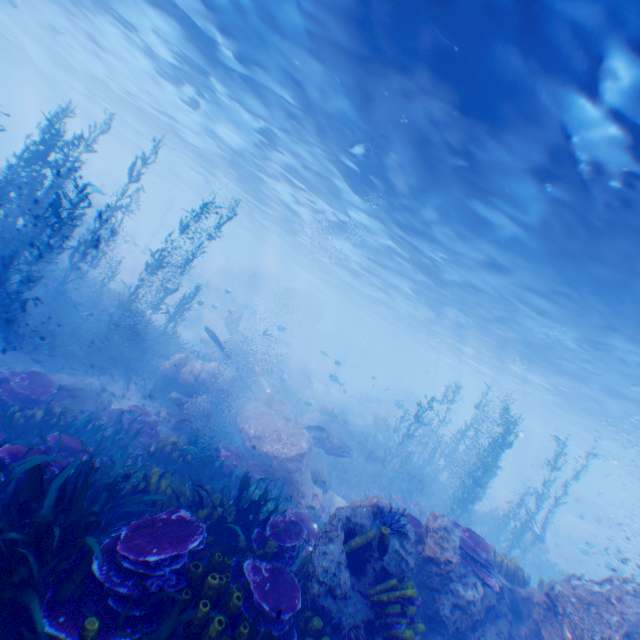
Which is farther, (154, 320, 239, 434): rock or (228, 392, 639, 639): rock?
(154, 320, 239, 434): rock

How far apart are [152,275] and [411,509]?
29.48m

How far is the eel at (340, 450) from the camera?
13.7m

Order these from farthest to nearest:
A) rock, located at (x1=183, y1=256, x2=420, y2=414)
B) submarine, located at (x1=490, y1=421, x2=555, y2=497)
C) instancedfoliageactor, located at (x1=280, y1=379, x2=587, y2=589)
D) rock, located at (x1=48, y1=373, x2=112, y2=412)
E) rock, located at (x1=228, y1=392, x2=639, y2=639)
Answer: submarine, located at (x1=490, y1=421, x2=555, y2=497), rock, located at (x1=183, y1=256, x2=420, y2=414), rock, located at (x1=48, y1=373, x2=112, y2=412), instancedfoliageactor, located at (x1=280, y1=379, x2=587, y2=589), rock, located at (x1=228, y1=392, x2=639, y2=639)

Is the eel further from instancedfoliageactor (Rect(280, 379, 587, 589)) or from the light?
the light

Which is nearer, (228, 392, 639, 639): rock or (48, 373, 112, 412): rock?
(228, 392, 639, 639): rock

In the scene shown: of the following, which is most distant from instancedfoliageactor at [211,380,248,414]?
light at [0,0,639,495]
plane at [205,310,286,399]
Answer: light at [0,0,639,495]

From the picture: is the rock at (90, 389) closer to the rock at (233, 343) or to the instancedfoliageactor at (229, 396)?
the instancedfoliageactor at (229, 396)
